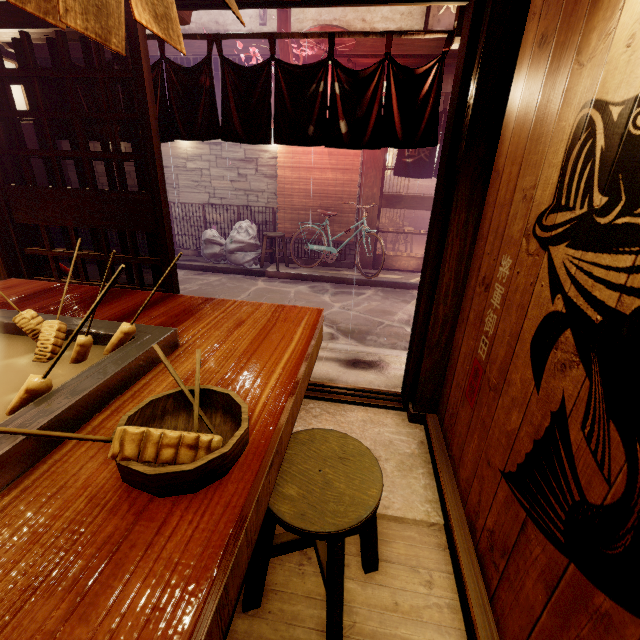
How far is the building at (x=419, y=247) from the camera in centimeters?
1780cm

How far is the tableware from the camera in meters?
1.1

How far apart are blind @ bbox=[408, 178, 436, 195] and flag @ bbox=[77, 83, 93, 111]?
23.1 meters

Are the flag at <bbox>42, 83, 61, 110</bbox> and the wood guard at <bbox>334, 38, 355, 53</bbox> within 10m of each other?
yes

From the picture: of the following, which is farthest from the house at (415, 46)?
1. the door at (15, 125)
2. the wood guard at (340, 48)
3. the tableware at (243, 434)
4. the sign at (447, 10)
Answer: the tableware at (243, 434)

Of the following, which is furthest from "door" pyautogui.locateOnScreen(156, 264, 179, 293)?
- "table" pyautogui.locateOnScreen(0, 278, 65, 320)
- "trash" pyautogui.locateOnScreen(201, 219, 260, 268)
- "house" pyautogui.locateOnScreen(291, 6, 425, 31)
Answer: "house" pyautogui.locateOnScreen(291, 6, 425, 31)

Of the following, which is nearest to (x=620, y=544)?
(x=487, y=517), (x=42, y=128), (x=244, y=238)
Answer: (x=487, y=517)

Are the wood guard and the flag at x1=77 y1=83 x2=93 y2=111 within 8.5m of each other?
yes
